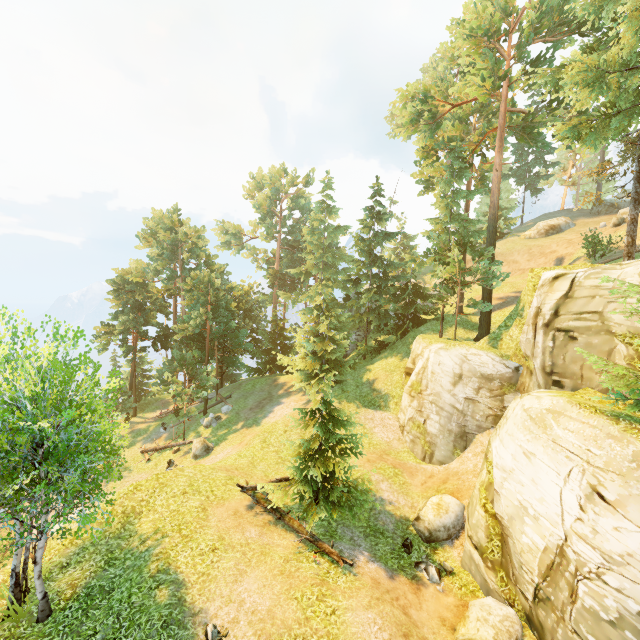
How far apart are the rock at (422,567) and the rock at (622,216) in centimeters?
4240cm

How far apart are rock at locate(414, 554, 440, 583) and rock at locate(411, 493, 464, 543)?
1.15m

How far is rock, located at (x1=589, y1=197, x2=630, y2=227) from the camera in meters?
30.9 m

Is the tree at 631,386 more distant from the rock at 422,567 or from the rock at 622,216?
the rock at 622,216

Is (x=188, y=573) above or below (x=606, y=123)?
below

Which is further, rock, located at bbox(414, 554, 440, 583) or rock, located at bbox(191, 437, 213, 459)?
rock, located at bbox(191, 437, 213, 459)

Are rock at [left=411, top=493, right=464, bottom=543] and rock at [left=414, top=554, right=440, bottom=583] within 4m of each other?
yes

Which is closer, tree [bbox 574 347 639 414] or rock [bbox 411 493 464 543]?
tree [bbox 574 347 639 414]
